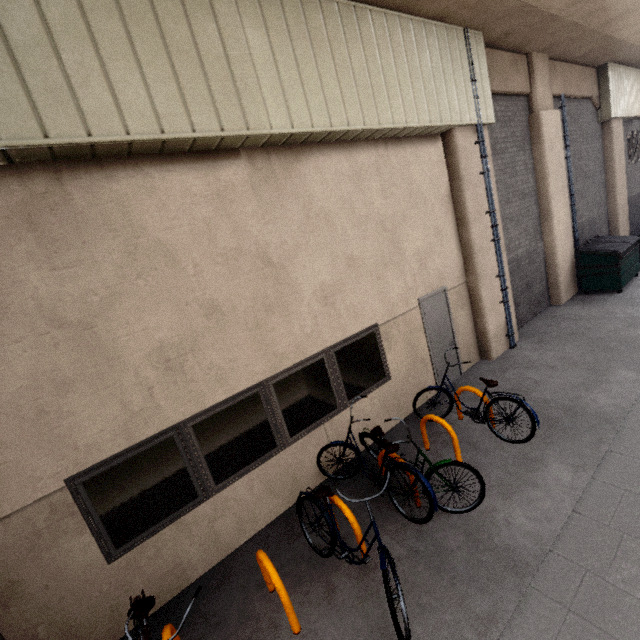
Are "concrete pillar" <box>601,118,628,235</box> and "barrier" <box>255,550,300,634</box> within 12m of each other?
no

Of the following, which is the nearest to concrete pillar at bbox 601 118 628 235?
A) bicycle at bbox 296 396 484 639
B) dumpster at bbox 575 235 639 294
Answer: dumpster at bbox 575 235 639 294

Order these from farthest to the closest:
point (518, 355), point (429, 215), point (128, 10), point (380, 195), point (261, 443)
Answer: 1. point (518, 355)
2. point (429, 215)
3. point (380, 195)
4. point (261, 443)
5. point (128, 10)

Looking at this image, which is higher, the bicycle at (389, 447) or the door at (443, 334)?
the door at (443, 334)

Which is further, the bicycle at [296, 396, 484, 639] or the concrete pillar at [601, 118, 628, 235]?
the concrete pillar at [601, 118, 628, 235]

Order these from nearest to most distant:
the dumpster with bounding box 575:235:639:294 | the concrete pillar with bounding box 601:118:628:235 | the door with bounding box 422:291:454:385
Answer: the door with bounding box 422:291:454:385 → the dumpster with bounding box 575:235:639:294 → the concrete pillar with bounding box 601:118:628:235

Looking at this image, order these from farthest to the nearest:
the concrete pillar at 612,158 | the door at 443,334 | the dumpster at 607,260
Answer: the concrete pillar at 612,158 → the dumpster at 607,260 → the door at 443,334

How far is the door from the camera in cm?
669
